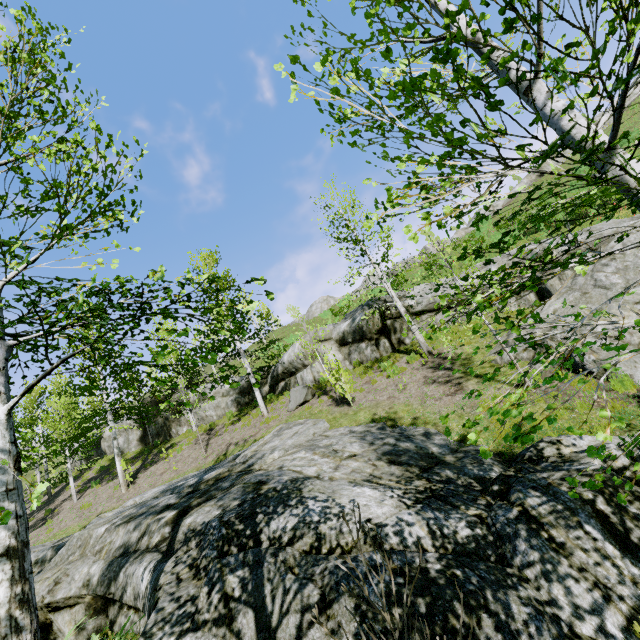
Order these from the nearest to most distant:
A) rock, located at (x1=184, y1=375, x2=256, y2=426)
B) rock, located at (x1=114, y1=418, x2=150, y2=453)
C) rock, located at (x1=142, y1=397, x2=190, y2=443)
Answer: rock, located at (x1=184, y1=375, x2=256, y2=426), rock, located at (x1=142, y1=397, x2=190, y2=443), rock, located at (x1=114, y1=418, x2=150, y2=453)

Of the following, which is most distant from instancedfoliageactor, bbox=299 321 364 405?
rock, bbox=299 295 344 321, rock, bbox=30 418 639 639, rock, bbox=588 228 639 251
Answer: rock, bbox=299 295 344 321

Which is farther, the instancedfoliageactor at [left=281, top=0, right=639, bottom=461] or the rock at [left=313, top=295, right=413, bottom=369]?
the rock at [left=313, top=295, right=413, bottom=369]

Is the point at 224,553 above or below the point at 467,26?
below

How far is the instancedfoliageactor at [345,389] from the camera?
11.95m

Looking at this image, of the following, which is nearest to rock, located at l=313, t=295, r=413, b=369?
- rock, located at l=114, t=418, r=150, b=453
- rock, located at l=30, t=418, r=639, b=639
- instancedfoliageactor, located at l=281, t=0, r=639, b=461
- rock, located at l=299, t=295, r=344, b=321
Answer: rock, located at l=114, t=418, r=150, b=453

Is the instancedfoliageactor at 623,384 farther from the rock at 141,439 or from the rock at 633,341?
the rock at 141,439
